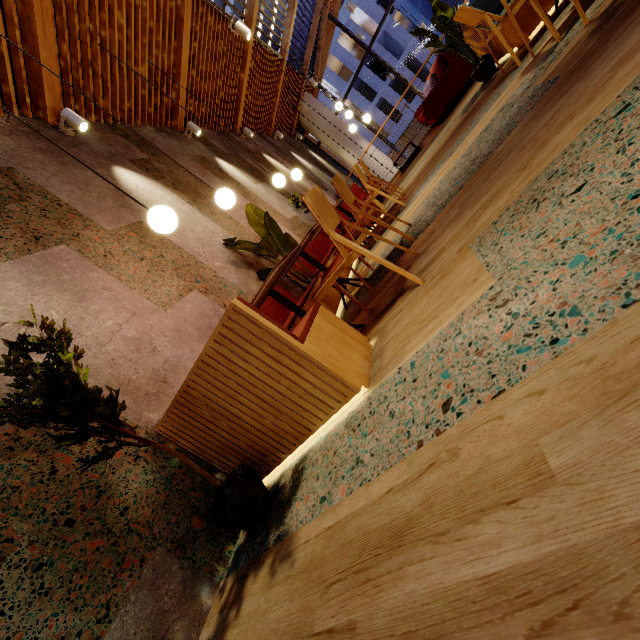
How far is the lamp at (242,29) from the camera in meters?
5.2

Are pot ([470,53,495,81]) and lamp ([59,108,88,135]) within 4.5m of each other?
no

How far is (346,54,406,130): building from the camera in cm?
3109

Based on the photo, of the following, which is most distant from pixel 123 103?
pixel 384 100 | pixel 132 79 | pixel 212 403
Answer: pixel 384 100

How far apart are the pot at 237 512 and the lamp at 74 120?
4.44m

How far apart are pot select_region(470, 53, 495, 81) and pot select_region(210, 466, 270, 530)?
5.8m

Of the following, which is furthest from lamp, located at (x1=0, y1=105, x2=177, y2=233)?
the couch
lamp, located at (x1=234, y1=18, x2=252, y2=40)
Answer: the couch

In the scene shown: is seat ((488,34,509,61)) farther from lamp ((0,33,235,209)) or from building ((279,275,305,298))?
lamp ((0,33,235,209))
